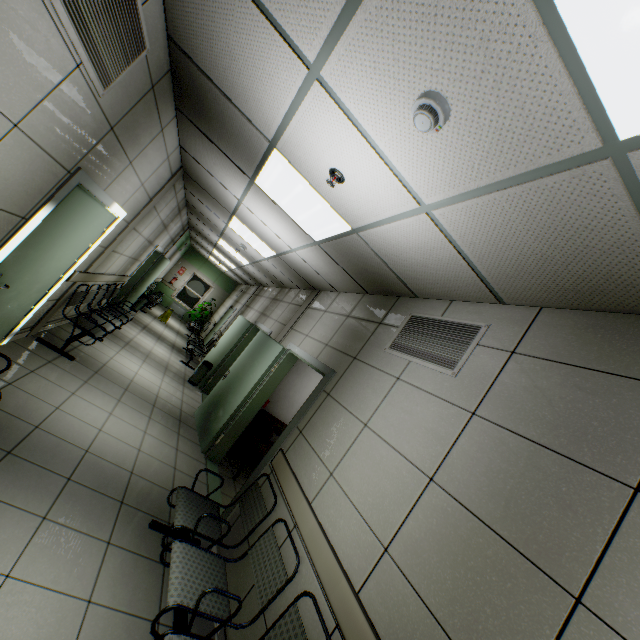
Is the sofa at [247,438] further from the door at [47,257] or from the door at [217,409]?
the door at [47,257]

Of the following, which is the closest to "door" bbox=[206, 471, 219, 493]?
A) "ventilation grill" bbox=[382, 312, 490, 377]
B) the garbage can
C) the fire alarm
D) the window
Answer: the garbage can

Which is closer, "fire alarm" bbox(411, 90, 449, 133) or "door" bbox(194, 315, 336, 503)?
"fire alarm" bbox(411, 90, 449, 133)

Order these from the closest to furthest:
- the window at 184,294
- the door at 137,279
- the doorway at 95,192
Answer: the doorway at 95,192
the door at 137,279
the window at 184,294

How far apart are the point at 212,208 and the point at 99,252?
2.11m

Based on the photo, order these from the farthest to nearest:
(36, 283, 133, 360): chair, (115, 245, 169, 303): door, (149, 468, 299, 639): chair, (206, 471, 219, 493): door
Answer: (115, 245, 169, 303): door
(36, 283, 133, 360): chair
(206, 471, 219, 493): door
(149, 468, 299, 639): chair

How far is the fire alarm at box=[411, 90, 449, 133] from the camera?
1.37m

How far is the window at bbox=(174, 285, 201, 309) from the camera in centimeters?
1636cm
